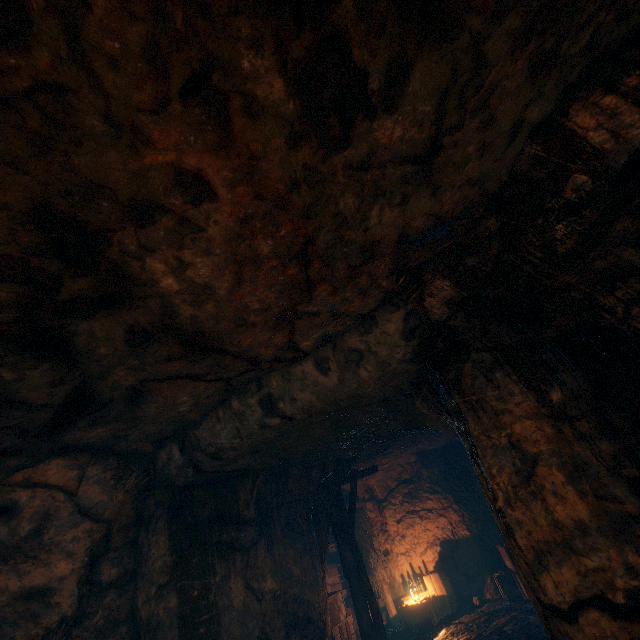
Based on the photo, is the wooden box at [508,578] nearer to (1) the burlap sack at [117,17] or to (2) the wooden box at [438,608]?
(2) the wooden box at [438,608]

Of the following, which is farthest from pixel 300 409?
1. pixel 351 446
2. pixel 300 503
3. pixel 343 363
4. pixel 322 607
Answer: pixel 322 607

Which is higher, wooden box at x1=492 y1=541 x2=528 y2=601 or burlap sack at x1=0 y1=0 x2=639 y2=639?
burlap sack at x1=0 y1=0 x2=639 y2=639

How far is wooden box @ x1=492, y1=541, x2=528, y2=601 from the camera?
8.9 meters

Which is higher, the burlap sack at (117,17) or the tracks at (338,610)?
the burlap sack at (117,17)

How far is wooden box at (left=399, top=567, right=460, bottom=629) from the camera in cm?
988

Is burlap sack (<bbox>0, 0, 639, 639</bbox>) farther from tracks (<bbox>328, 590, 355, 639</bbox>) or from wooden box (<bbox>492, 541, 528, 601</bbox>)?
wooden box (<bbox>492, 541, 528, 601</bbox>)

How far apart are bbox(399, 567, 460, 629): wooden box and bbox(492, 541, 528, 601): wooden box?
1.57m
